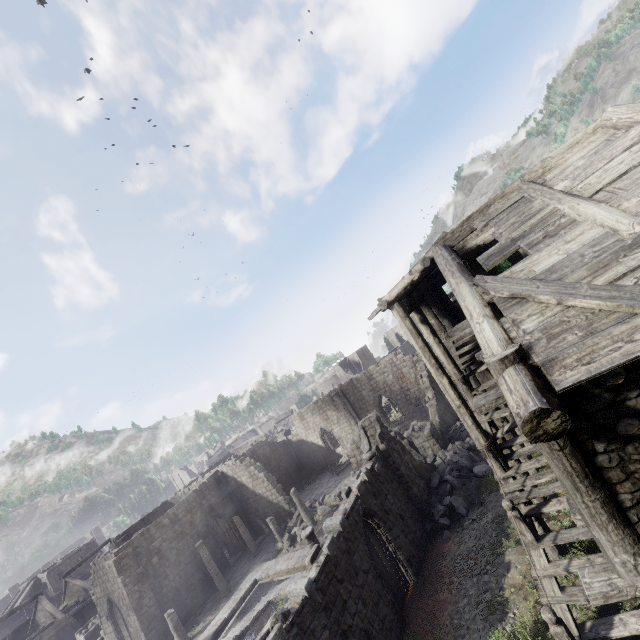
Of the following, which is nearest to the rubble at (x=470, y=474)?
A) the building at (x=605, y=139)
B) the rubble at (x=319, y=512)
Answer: the building at (x=605, y=139)

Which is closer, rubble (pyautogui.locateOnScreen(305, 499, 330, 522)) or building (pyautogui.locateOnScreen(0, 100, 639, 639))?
building (pyautogui.locateOnScreen(0, 100, 639, 639))

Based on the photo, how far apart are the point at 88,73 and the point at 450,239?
67.5 meters

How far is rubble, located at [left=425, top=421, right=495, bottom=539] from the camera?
14.7m

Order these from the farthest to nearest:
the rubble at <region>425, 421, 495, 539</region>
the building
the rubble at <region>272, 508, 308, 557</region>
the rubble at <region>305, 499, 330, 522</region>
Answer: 1. the rubble at <region>305, 499, 330, 522</region>
2. the rubble at <region>272, 508, 308, 557</region>
3. the rubble at <region>425, 421, 495, 539</region>
4. the building

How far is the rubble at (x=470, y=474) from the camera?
14.7 meters

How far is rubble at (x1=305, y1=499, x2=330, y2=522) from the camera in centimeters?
2430cm
